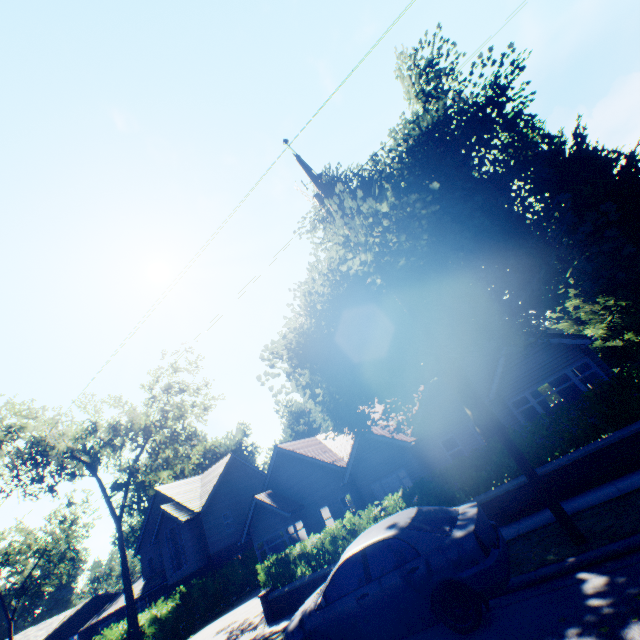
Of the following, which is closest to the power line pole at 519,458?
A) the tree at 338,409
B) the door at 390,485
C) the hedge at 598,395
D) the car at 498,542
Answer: the tree at 338,409

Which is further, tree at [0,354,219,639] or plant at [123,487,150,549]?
plant at [123,487,150,549]

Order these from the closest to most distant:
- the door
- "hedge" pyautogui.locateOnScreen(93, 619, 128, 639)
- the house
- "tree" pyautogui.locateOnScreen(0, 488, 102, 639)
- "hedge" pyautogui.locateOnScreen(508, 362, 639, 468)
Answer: "hedge" pyautogui.locateOnScreen(508, 362, 639, 468)
"hedge" pyautogui.locateOnScreen(93, 619, 128, 639)
the door
"tree" pyautogui.locateOnScreen(0, 488, 102, 639)
the house

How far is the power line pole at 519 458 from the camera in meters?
5.6

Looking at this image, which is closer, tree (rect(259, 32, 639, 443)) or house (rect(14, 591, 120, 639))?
tree (rect(259, 32, 639, 443))

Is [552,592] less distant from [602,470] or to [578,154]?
[602,470]

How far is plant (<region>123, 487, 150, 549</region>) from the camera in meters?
55.7

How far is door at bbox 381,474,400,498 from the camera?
18.6m
